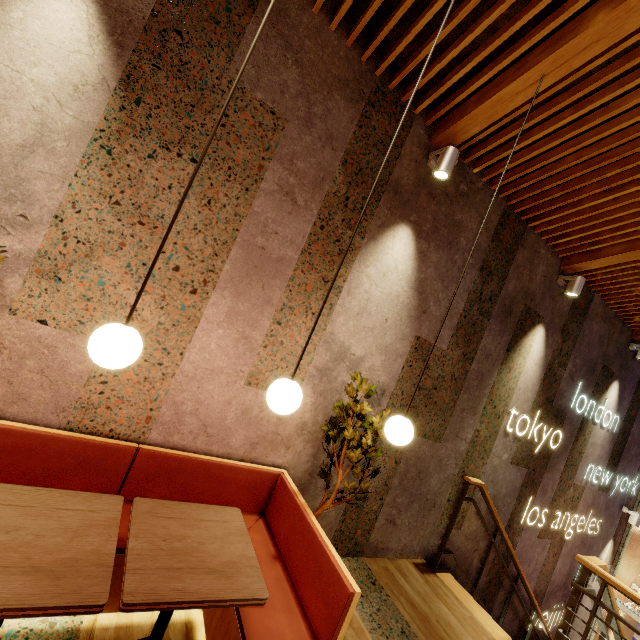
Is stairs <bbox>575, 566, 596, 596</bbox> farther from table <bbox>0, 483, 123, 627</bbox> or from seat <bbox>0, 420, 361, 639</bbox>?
table <bbox>0, 483, 123, 627</bbox>

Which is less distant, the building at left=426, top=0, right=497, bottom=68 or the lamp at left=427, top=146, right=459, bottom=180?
the building at left=426, top=0, right=497, bottom=68

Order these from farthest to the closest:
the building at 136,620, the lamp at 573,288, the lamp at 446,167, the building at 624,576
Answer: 1. the building at 624,576
2. the lamp at 573,288
3. the lamp at 446,167
4. the building at 136,620

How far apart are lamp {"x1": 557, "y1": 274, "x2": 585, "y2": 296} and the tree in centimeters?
336cm

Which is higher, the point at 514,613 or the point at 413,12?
the point at 413,12

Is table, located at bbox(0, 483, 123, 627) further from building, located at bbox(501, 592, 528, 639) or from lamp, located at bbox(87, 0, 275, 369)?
lamp, located at bbox(87, 0, 275, 369)

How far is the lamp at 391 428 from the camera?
2.1m

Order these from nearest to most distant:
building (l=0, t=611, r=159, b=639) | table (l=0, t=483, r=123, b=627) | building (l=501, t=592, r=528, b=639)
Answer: table (l=0, t=483, r=123, b=627), building (l=0, t=611, r=159, b=639), building (l=501, t=592, r=528, b=639)
